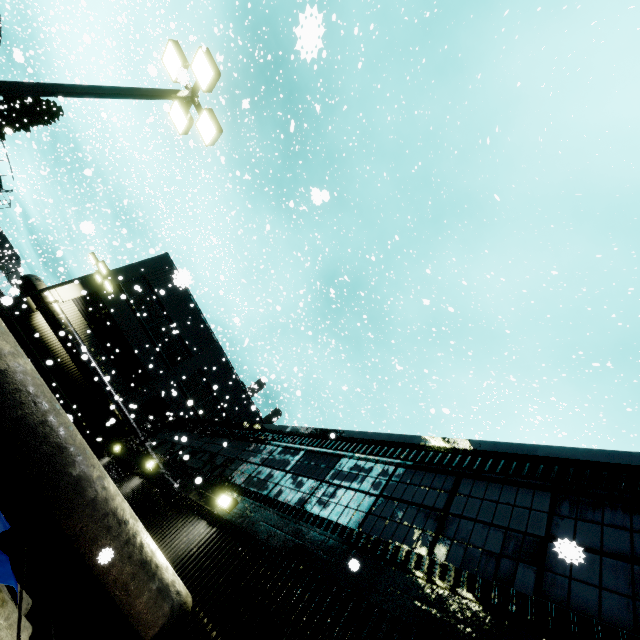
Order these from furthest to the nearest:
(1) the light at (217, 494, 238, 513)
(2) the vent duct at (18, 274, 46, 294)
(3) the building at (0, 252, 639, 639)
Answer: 1. (2) the vent duct at (18, 274, 46, 294)
2. (1) the light at (217, 494, 238, 513)
3. (3) the building at (0, 252, 639, 639)

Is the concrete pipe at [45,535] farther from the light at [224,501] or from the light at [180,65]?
the light at [180,65]

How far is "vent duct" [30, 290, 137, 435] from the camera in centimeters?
1822cm

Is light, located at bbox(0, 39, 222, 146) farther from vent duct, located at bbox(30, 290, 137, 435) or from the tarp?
vent duct, located at bbox(30, 290, 137, 435)

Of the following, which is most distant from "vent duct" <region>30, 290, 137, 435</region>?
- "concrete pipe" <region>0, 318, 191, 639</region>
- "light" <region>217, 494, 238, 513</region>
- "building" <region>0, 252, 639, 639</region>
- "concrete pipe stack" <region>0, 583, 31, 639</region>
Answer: "light" <region>217, 494, 238, 513</region>

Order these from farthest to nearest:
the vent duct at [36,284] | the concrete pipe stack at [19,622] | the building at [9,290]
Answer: the vent duct at [36,284], the building at [9,290], the concrete pipe stack at [19,622]

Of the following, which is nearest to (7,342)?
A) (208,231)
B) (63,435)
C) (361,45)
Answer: (63,435)

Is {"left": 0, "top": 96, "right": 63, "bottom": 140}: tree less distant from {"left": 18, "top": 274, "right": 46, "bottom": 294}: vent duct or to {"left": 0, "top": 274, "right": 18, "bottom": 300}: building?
{"left": 0, "top": 274, "right": 18, "bottom": 300}: building
